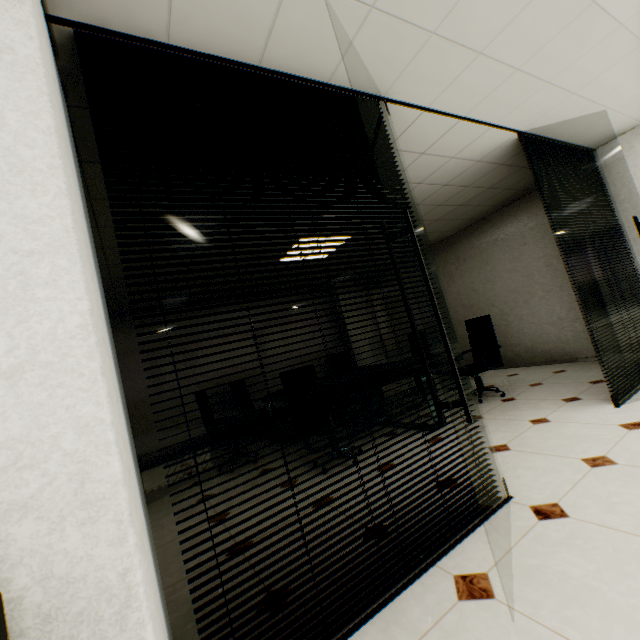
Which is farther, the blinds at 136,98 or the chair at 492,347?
the chair at 492,347

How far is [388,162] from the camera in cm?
238

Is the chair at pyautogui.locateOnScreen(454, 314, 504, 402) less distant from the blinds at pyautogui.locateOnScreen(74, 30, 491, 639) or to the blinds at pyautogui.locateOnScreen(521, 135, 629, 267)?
the blinds at pyautogui.locateOnScreen(521, 135, 629, 267)

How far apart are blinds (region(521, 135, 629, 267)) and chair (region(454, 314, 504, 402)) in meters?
1.3 m

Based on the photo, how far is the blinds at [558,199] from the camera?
3.54m

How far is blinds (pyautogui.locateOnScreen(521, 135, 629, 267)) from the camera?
3.5m

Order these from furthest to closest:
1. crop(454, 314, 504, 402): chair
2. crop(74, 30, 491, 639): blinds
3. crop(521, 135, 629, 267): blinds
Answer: crop(454, 314, 504, 402): chair → crop(521, 135, 629, 267): blinds → crop(74, 30, 491, 639): blinds
